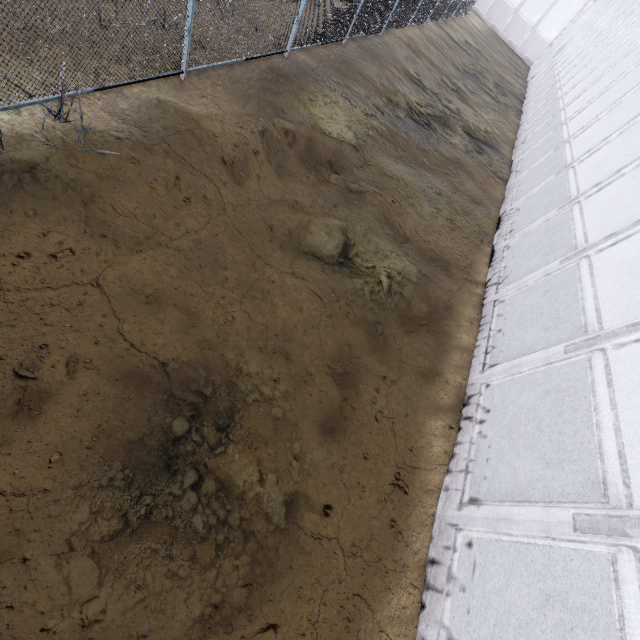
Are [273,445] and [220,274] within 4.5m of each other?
yes
